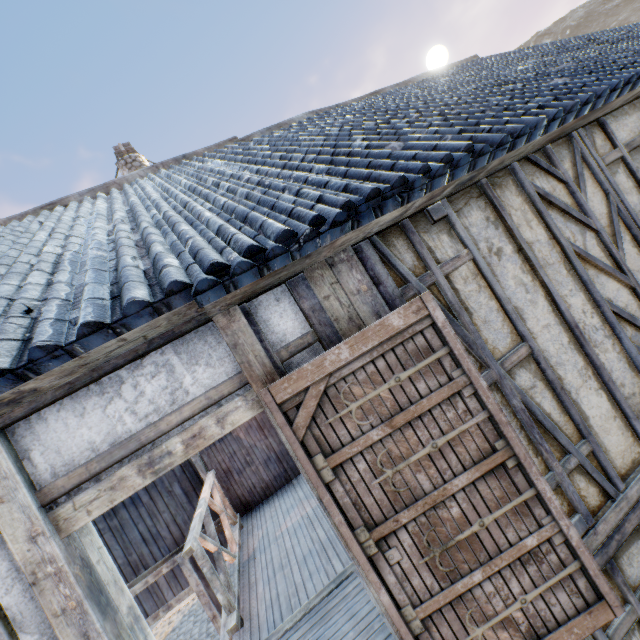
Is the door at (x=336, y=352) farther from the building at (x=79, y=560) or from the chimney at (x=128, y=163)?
the chimney at (x=128, y=163)

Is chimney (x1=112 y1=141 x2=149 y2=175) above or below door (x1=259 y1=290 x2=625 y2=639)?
above

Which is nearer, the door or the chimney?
the door

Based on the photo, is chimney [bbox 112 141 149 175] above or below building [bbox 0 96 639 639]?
above

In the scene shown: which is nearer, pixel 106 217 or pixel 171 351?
pixel 171 351

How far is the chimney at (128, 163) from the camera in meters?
8.1

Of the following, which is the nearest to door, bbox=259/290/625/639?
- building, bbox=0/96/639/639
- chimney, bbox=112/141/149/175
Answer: building, bbox=0/96/639/639
